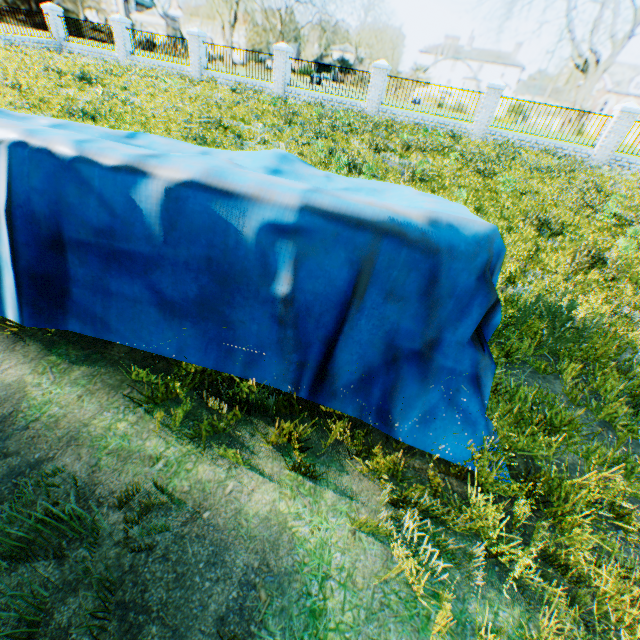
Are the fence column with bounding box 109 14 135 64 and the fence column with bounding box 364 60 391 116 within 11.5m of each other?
no

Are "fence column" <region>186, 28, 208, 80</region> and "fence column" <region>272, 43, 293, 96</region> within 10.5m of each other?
yes

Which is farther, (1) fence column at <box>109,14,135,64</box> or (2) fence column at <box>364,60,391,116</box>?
(1) fence column at <box>109,14,135,64</box>

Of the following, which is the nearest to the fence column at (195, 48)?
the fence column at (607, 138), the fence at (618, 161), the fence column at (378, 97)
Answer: the fence column at (378, 97)

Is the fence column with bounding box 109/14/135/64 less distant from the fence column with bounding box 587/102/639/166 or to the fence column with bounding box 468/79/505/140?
the fence column with bounding box 468/79/505/140

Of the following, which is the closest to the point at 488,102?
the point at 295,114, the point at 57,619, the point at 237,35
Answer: the point at 295,114

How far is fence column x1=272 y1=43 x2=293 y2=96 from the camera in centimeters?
1727cm

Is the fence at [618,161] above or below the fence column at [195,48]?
below
